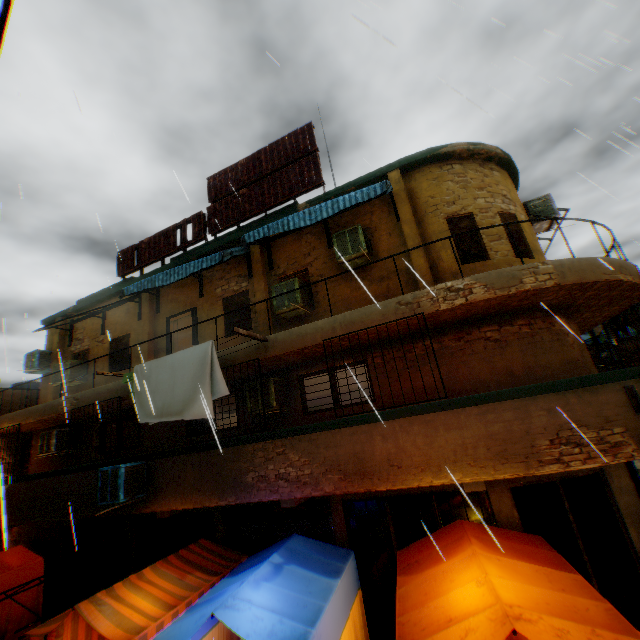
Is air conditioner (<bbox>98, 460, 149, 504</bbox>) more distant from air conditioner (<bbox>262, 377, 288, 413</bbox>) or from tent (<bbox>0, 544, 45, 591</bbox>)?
air conditioner (<bbox>262, 377, 288, 413</bbox>)

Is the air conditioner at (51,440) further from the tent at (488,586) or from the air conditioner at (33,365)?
the air conditioner at (33,365)

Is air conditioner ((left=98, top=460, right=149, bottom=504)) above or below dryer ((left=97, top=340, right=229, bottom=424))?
below

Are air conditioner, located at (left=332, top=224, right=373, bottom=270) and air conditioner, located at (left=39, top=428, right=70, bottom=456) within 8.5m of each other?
no

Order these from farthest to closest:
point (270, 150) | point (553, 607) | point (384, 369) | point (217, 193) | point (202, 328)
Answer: point (217, 193), point (270, 150), point (202, 328), point (384, 369), point (553, 607)

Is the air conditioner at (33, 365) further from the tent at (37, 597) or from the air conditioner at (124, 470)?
the air conditioner at (124, 470)

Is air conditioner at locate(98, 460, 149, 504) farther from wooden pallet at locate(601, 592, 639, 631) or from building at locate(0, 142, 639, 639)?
wooden pallet at locate(601, 592, 639, 631)

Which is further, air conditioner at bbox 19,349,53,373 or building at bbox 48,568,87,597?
air conditioner at bbox 19,349,53,373
